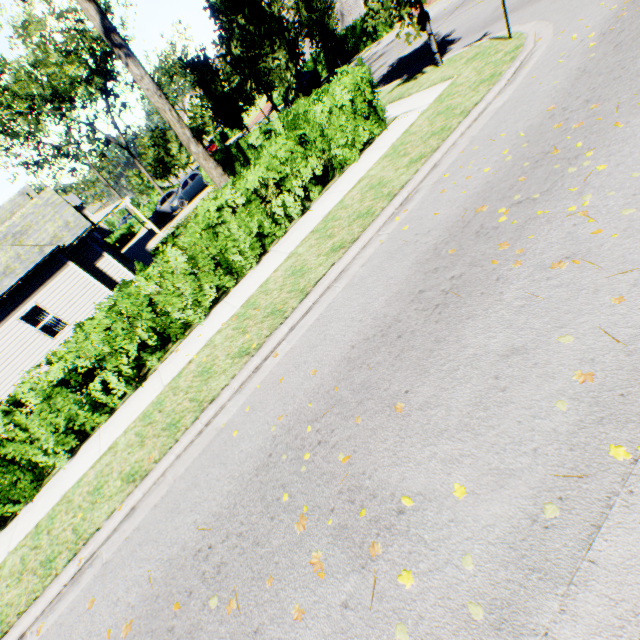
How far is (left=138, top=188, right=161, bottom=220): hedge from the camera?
42.0m

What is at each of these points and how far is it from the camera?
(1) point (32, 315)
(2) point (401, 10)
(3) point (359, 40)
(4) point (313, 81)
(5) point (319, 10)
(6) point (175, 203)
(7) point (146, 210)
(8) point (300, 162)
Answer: (1) curtain, 13.65m
(2) tree, 9.02m
(3) hedge, 24.92m
(4) car, 26.69m
(5) tree, 22.16m
(6) car, 26.61m
(7) hedge, 42.06m
(8) hedge, 8.20m

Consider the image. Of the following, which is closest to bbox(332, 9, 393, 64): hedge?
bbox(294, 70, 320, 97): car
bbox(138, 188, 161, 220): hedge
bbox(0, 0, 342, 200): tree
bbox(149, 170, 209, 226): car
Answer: bbox(0, 0, 342, 200): tree

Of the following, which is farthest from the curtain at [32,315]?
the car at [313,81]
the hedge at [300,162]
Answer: the car at [313,81]

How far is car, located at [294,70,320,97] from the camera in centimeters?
2653cm

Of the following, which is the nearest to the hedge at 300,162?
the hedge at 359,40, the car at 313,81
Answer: the hedge at 359,40

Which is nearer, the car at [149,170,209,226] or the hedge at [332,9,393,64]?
the hedge at [332,9,393,64]

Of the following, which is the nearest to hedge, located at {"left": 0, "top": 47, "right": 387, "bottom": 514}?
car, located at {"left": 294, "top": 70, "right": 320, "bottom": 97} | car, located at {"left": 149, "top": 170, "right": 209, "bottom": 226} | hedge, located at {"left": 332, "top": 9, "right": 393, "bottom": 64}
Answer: car, located at {"left": 149, "top": 170, "right": 209, "bottom": 226}
